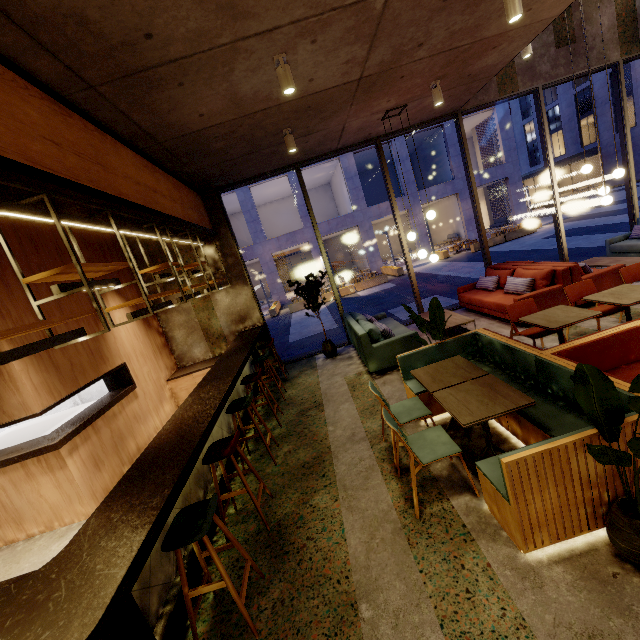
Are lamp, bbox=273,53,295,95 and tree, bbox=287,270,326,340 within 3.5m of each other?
no

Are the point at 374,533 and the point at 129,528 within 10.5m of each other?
yes

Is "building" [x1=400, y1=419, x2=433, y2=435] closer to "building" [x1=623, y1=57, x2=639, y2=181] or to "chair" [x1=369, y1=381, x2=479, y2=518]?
"chair" [x1=369, y1=381, x2=479, y2=518]

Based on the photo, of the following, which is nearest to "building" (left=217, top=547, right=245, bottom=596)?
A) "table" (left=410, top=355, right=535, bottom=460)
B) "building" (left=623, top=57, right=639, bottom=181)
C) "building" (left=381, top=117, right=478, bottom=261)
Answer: "table" (left=410, top=355, right=535, bottom=460)

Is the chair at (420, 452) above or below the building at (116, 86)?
below

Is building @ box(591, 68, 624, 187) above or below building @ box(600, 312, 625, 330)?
above

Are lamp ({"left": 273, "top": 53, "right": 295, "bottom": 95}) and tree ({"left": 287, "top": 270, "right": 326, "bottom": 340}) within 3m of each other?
no

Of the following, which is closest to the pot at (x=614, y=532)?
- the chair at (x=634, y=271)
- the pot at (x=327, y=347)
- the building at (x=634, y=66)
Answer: the chair at (x=634, y=271)
